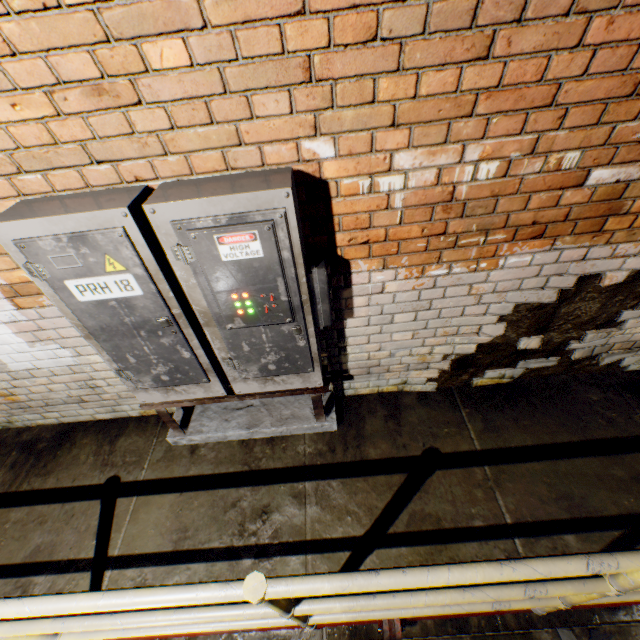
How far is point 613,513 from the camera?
2.0 meters

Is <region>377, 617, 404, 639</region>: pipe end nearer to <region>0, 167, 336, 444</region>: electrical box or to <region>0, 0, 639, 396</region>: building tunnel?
<region>0, 0, 639, 396</region>: building tunnel

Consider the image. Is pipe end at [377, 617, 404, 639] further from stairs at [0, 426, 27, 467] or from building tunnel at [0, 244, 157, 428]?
stairs at [0, 426, 27, 467]

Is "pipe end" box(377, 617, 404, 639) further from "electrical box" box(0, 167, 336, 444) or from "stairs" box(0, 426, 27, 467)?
"stairs" box(0, 426, 27, 467)

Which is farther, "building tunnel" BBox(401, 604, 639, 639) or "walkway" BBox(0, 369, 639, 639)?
"building tunnel" BBox(401, 604, 639, 639)

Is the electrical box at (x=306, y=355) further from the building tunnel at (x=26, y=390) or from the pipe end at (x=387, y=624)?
the pipe end at (x=387, y=624)

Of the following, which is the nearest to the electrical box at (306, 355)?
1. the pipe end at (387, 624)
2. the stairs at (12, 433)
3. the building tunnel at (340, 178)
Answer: the building tunnel at (340, 178)

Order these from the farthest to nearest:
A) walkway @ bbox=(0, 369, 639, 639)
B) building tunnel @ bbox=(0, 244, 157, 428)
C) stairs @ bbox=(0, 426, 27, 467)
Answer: stairs @ bbox=(0, 426, 27, 467) < building tunnel @ bbox=(0, 244, 157, 428) < walkway @ bbox=(0, 369, 639, 639)
